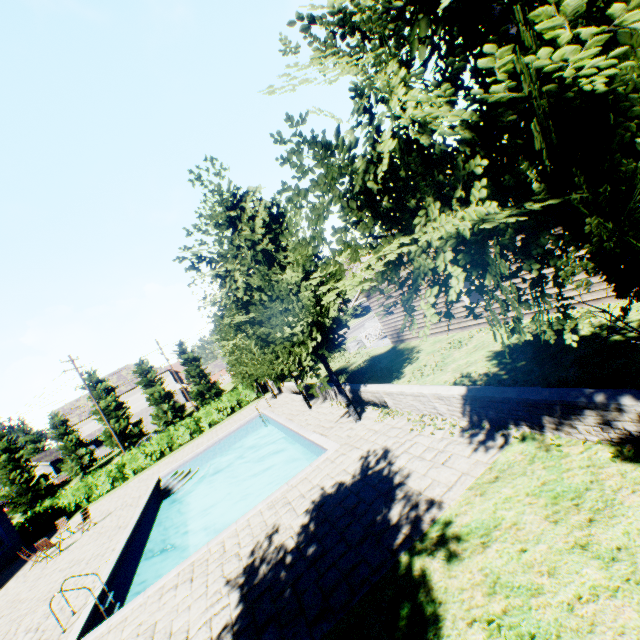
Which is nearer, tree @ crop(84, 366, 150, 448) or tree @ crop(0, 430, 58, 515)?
tree @ crop(0, 430, 58, 515)

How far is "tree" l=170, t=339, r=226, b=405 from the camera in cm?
4478

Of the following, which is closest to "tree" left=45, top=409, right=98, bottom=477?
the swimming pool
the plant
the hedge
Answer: the swimming pool

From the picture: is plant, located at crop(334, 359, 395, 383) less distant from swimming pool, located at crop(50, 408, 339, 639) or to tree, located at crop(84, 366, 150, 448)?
tree, located at crop(84, 366, 150, 448)

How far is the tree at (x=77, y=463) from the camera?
38.7 meters

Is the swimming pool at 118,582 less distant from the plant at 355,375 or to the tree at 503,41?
the tree at 503,41

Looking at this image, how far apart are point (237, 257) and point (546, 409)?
9.1 meters
